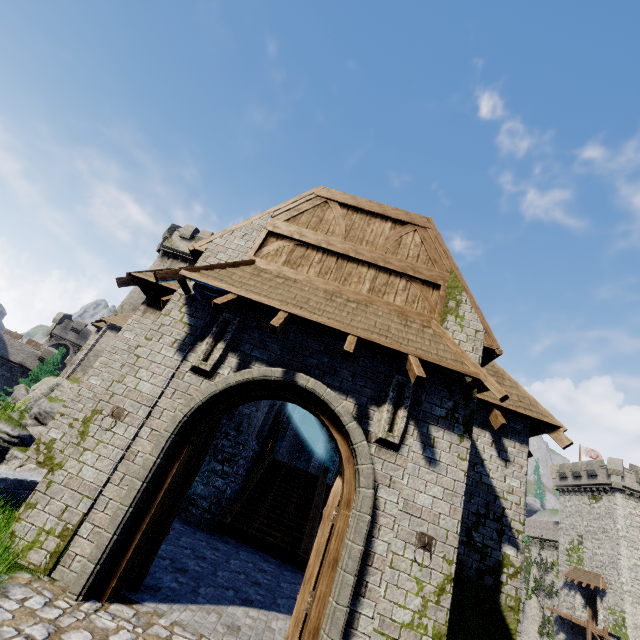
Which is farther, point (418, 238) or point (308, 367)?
point (418, 238)

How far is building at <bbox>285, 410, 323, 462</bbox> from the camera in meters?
35.5 m

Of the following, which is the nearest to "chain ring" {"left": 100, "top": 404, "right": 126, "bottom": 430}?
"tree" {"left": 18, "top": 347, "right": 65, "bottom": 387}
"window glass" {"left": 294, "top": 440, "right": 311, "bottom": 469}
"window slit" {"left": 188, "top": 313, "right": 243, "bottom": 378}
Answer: "window slit" {"left": 188, "top": 313, "right": 243, "bottom": 378}

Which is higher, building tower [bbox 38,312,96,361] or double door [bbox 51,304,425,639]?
building tower [bbox 38,312,96,361]

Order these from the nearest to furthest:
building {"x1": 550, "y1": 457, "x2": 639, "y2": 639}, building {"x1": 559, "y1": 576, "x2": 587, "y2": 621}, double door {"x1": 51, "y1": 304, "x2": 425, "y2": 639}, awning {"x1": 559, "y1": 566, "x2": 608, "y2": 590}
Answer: double door {"x1": 51, "y1": 304, "x2": 425, "y2": 639}, building {"x1": 550, "y1": 457, "x2": 639, "y2": 639}, awning {"x1": 559, "y1": 566, "x2": 608, "y2": 590}, building {"x1": 559, "y1": 576, "x2": 587, "y2": 621}

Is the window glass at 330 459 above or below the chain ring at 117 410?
above

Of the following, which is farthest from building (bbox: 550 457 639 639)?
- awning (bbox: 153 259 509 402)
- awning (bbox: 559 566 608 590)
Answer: awning (bbox: 153 259 509 402)

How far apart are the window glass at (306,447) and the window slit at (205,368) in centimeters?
3279cm
